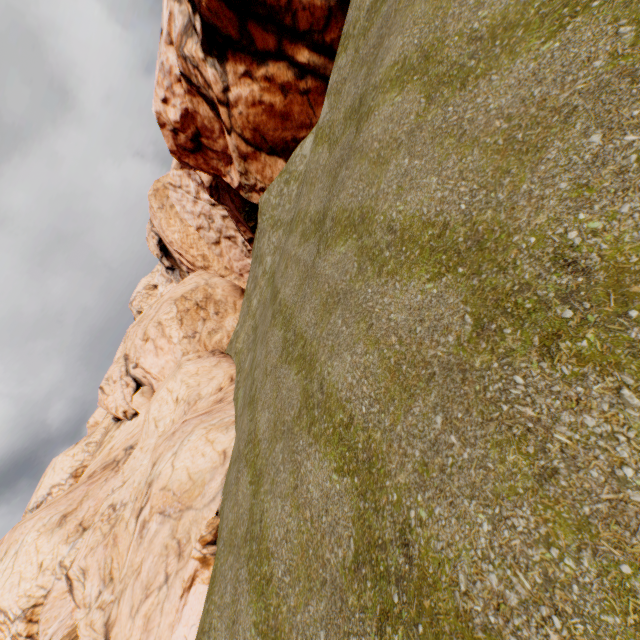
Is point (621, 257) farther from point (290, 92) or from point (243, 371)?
point (290, 92)

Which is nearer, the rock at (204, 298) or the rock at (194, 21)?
the rock at (204, 298)

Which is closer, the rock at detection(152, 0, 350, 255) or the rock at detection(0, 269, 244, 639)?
the rock at detection(0, 269, 244, 639)
